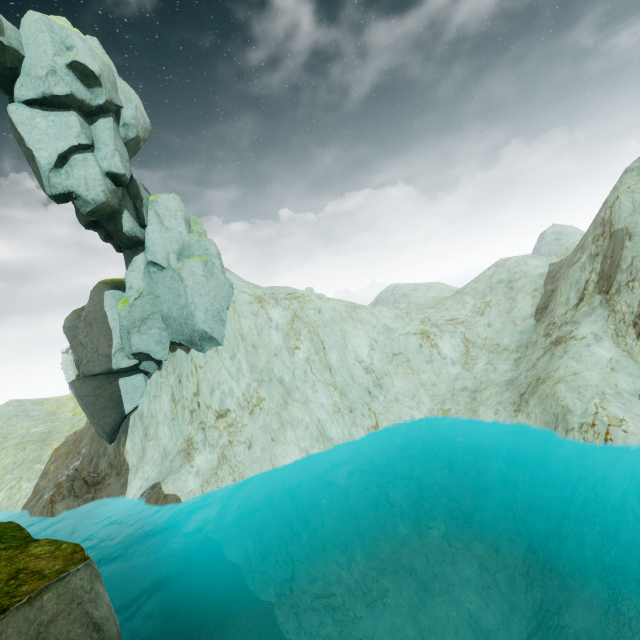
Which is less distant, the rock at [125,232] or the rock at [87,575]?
the rock at [87,575]

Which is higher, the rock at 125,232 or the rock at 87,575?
the rock at 125,232

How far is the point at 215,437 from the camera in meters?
20.1

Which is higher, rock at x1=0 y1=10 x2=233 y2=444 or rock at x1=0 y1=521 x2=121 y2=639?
rock at x1=0 y1=10 x2=233 y2=444

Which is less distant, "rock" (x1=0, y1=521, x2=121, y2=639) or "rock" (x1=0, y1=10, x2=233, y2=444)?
"rock" (x1=0, y1=521, x2=121, y2=639)
